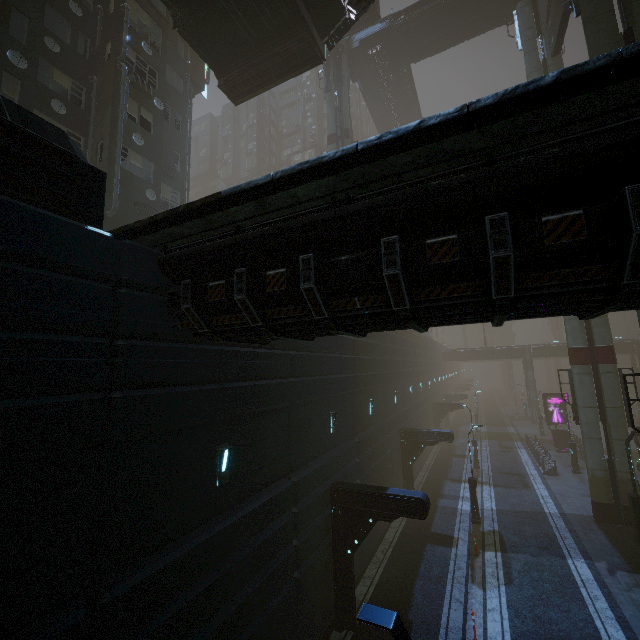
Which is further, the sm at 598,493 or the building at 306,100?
the building at 306,100

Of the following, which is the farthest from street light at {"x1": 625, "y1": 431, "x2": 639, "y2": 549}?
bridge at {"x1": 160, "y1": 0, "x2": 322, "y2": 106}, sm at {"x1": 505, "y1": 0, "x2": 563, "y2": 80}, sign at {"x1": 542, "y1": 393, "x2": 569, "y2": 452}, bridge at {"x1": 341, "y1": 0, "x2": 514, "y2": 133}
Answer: bridge at {"x1": 341, "y1": 0, "x2": 514, "y2": 133}

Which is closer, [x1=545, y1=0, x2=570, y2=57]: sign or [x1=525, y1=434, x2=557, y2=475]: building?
[x1=545, y1=0, x2=570, y2=57]: sign

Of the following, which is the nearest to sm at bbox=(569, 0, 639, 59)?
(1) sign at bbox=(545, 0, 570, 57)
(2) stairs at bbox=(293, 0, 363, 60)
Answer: (1) sign at bbox=(545, 0, 570, 57)

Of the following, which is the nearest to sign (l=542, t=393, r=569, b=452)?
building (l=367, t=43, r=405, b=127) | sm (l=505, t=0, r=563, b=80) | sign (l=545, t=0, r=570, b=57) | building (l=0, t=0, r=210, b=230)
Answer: building (l=0, t=0, r=210, b=230)

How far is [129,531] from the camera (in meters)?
5.70

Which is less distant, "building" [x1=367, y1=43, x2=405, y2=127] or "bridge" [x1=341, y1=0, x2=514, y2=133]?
"bridge" [x1=341, y1=0, x2=514, y2=133]

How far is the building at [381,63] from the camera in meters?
32.3 m
